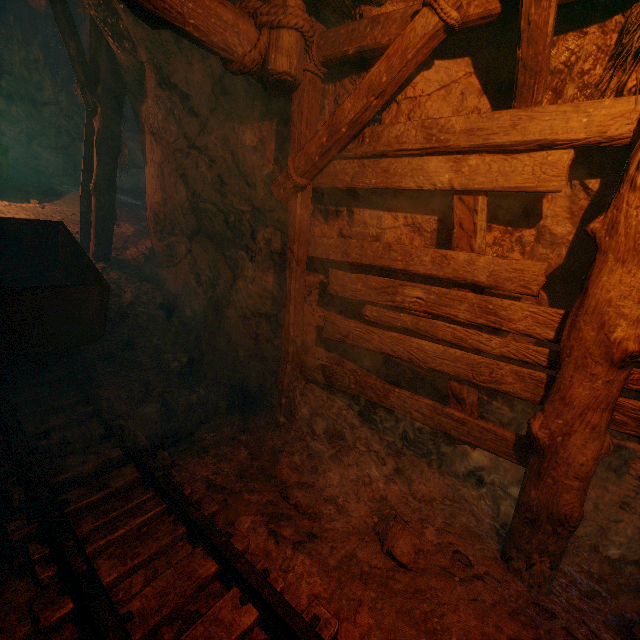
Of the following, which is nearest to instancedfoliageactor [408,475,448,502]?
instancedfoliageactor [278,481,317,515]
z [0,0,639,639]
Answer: z [0,0,639,639]

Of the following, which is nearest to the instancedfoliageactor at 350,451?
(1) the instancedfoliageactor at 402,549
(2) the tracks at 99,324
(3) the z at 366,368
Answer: (3) the z at 366,368

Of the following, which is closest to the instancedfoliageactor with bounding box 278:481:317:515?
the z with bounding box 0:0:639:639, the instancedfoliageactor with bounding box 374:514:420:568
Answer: the z with bounding box 0:0:639:639

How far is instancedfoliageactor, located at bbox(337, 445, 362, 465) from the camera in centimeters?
340cm

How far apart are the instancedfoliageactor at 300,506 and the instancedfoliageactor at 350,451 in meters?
0.5

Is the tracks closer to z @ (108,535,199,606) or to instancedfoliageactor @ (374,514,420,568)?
z @ (108,535,199,606)

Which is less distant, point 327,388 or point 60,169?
point 327,388

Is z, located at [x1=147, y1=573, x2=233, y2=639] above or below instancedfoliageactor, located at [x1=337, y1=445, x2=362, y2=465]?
below
